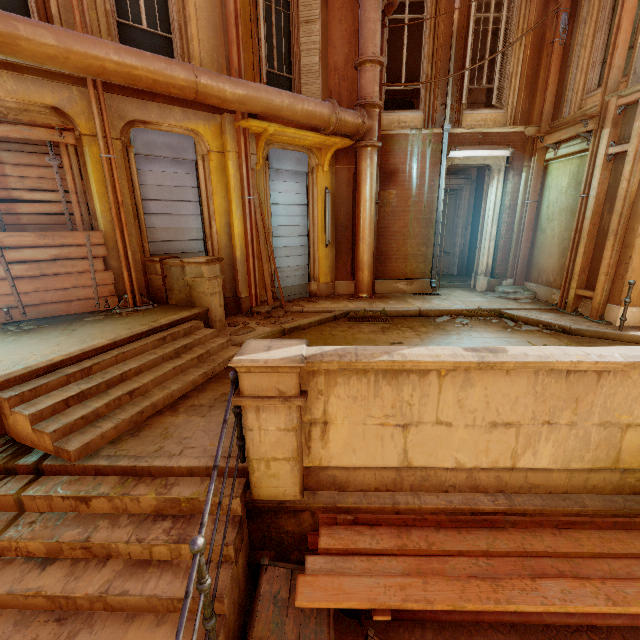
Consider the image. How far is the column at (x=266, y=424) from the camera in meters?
2.7

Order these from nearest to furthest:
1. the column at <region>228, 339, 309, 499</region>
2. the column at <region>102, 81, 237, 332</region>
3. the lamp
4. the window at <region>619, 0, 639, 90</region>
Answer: the column at <region>228, 339, 309, 499</region> < the column at <region>102, 81, 237, 332</region> < the window at <region>619, 0, 639, 90</region> < the lamp

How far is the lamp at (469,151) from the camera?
8.6 meters

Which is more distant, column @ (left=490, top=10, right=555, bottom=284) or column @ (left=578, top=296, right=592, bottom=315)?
column @ (left=490, top=10, right=555, bottom=284)

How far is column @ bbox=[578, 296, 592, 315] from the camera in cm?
726

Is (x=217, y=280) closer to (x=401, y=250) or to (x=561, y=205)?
(x=401, y=250)

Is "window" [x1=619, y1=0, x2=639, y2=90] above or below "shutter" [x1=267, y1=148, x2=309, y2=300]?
above

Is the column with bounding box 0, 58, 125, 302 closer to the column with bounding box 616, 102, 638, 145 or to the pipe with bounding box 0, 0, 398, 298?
the pipe with bounding box 0, 0, 398, 298
